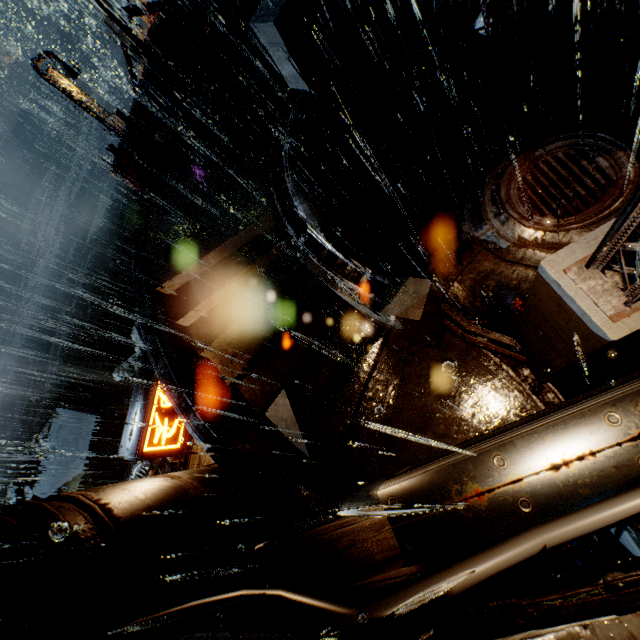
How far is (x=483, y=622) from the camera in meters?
1.2 m

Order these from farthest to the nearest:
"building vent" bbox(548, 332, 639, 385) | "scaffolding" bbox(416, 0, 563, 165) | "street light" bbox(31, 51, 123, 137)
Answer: A: "street light" bbox(31, 51, 123, 137), "building vent" bbox(548, 332, 639, 385), "scaffolding" bbox(416, 0, 563, 165)

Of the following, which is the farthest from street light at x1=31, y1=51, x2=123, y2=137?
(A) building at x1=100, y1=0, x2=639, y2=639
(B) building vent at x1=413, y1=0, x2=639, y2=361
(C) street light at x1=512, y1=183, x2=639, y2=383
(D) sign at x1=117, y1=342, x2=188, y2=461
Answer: (C) street light at x1=512, y1=183, x2=639, y2=383

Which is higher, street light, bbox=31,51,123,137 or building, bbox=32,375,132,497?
street light, bbox=31,51,123,137

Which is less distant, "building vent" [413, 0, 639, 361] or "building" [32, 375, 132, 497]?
"building vent" [413, 0, 639, 361]

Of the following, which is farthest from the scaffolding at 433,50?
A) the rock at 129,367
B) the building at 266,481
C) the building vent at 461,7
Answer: the rock at 129,367

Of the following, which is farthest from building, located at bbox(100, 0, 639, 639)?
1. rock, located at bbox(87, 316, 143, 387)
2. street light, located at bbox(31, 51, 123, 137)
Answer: rock, located at bbox(87, 316, 143, 387)

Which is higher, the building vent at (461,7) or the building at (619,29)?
the building vent at (461,7)
